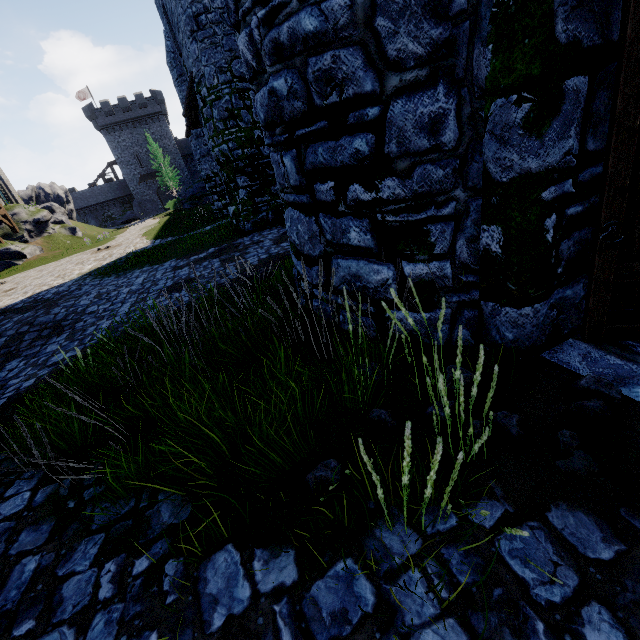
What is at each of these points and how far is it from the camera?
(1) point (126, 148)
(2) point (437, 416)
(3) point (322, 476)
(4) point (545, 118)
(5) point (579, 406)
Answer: (1) building, 52.2 meters
(2) instancedfoliageactor, 2.6 meters
(3) instancedfoliageactor, 2.4 meters
(4) building, 2.1 meters
(5) instancedfoliageactor, 2.4 meters

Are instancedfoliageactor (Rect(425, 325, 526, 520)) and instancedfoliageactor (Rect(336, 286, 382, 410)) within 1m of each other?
yes

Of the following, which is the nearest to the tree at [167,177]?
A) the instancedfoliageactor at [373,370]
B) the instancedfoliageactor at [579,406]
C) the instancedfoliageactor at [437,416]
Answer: the instancedfoliageactor at [373,370]

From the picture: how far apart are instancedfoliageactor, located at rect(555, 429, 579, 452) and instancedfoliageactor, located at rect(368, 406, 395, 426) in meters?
0.7

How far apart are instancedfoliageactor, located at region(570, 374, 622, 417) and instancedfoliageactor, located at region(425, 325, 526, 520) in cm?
66

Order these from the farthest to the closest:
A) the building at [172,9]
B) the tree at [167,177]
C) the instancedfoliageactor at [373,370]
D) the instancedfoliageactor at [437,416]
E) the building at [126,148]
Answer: the building at [126,148] → the tree at [167,177] → the building at [172,9] → the instancedfoliageactor at [373,370] → the instancedfoliageactor at [437,416]

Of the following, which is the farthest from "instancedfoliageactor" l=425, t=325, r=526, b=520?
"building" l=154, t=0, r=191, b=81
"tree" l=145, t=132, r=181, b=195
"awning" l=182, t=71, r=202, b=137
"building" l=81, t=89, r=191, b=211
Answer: "building" l=81, t=89, r=191, b=211

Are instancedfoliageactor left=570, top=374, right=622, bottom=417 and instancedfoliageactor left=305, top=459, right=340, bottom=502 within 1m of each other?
no
